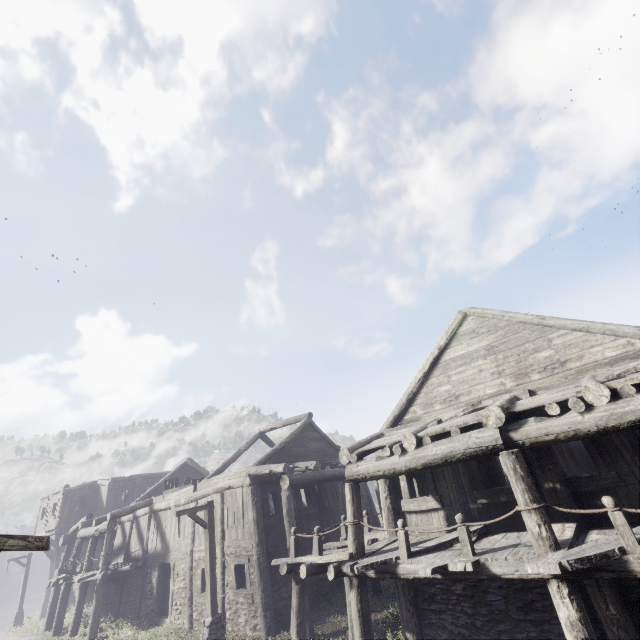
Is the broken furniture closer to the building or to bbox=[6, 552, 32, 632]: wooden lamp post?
the building

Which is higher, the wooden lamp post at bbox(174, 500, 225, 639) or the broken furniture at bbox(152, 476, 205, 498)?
the broken furniture at bbox(152, 476, 205, 498)

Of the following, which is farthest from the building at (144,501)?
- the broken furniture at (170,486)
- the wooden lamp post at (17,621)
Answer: the wooden lamp post at (17,621)

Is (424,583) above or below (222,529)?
below

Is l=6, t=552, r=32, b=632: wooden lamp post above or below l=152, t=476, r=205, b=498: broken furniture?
below

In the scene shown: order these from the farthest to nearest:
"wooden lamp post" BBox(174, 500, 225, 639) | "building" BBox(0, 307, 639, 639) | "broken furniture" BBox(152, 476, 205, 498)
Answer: "broken furniture" BBox(152, 476, 205, 498) < "wooden lamp post" BBox(174, 500, 225, 639) < "building" BBox(0, 307, 639, 639)

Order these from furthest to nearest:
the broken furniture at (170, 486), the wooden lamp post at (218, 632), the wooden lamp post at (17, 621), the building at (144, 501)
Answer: the wooden lamp post at (17, 621)
the broken furniture at (170, 486)
the wooden lamp post at (218, 632)
the building at (144, 501)

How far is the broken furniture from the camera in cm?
1873
